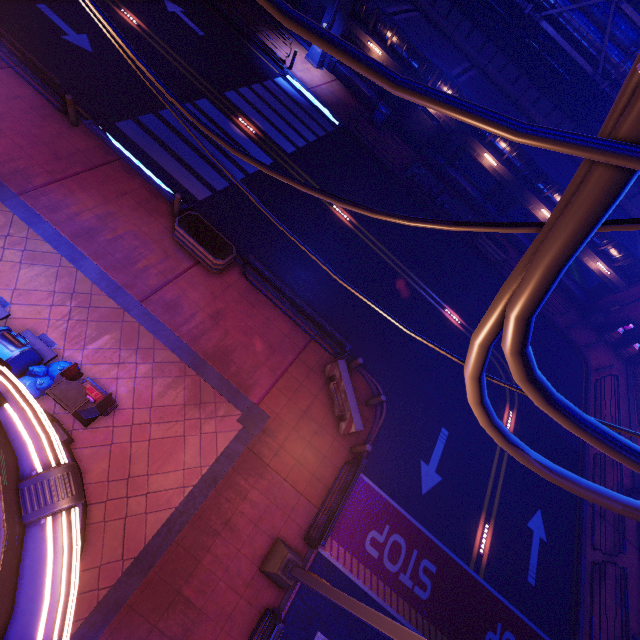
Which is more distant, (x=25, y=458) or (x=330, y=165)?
(x=330, y=165)

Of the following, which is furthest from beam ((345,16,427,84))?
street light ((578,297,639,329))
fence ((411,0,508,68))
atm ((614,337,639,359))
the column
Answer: atm ((614,337,639,359))

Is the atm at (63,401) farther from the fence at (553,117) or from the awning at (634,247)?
the fence at (553,117)

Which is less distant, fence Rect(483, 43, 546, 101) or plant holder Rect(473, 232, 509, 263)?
fence Rect(483, 43, 546, 101)

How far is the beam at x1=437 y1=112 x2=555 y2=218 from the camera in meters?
20.2 m

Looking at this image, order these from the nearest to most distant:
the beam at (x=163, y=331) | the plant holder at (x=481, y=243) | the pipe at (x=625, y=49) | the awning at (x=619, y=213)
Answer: the beam at (x=163, y=331)
the pipe at (x=625, y=49)
the awning at (x=619, y=213)
the plant holder at (x=481, y=243)

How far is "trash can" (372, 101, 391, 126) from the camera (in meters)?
21.02

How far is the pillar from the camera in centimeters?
1002cm
